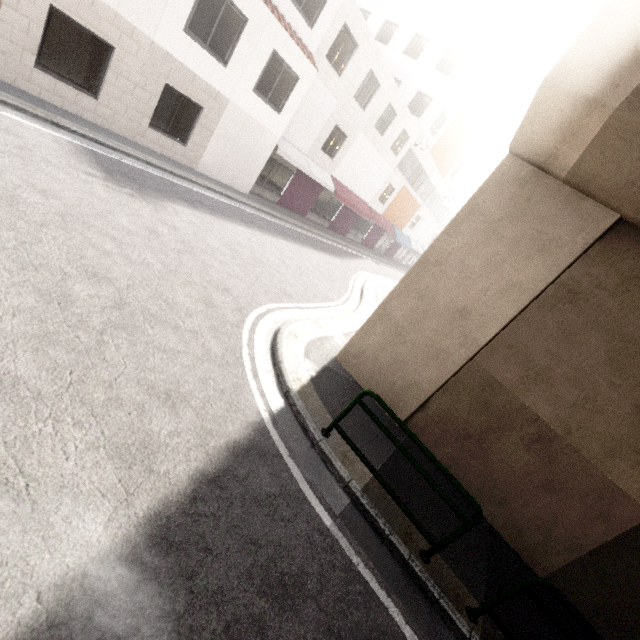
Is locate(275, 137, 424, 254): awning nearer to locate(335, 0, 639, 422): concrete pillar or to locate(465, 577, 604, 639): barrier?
locate(335, 0, 639, 422): concrete pillar

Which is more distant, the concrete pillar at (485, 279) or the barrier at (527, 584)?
the concrete pillar at (485, 279)

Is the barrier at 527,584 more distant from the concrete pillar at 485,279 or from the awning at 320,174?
the awning at 320,174

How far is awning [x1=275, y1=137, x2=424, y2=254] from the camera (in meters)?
15.88

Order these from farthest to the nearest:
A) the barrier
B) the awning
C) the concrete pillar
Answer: the awning → the concrete pillar → the barrier

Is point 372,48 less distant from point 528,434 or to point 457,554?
point 528,434

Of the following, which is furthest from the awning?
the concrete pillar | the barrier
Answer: the barrier
